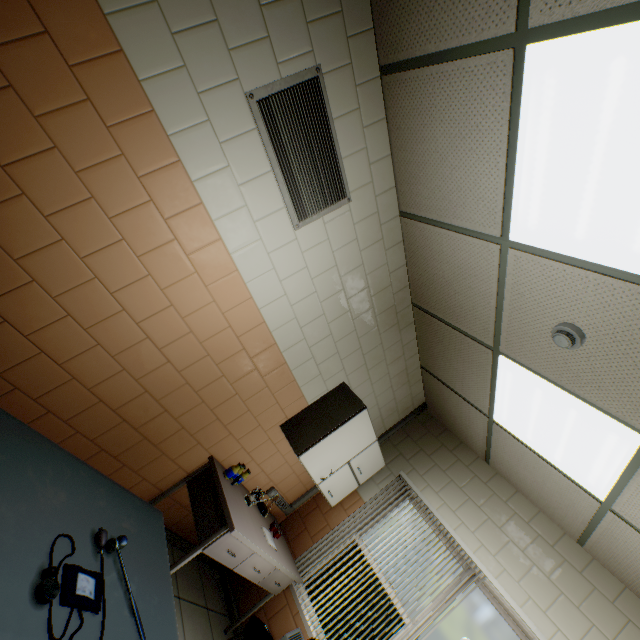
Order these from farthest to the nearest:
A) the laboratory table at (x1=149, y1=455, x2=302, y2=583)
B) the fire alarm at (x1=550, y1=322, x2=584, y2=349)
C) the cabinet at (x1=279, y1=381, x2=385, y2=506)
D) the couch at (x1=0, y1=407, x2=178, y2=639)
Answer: the cabinet at (x1=279, y1=381, x2=385, y2=506) < the laboratory table at (x1=149, y1=455, x2=302, y2=583) < the fire alarm at (x1=550, y1=322, x2=584, y2=349) < the couch at (x1=0, y1=407, x2=178, y2=639)

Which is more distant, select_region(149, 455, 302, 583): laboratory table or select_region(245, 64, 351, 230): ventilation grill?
select_region(149, 455, 302, 583): laboratory table

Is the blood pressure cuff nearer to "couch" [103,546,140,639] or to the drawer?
"couch" [103,546,140,639]

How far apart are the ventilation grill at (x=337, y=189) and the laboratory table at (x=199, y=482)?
2.2 meters

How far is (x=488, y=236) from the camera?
2.10m

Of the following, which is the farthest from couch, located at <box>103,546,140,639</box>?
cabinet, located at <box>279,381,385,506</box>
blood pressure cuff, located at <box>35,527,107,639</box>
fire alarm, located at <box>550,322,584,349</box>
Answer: fire alarm, located at <box>550,322,584,349</box>

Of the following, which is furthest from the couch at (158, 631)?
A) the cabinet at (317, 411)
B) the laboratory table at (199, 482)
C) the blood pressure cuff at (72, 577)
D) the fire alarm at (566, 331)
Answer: the fire alarm at (566, 331)

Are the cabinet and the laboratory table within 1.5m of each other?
yes
